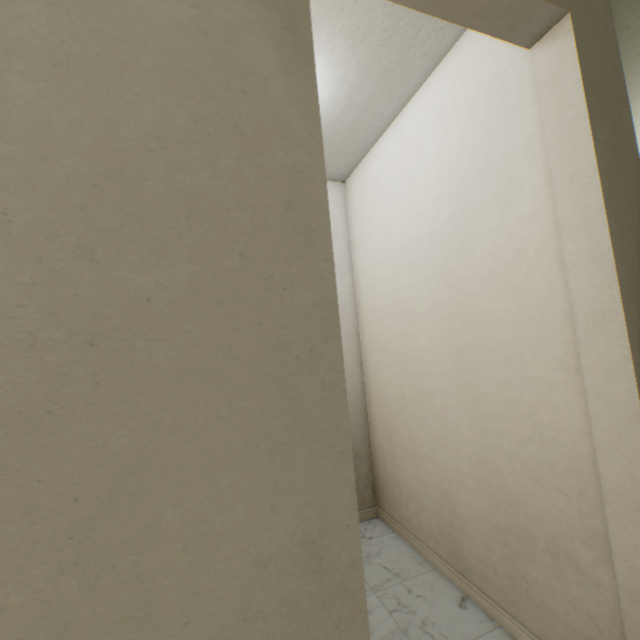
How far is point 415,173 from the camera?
1.7m
